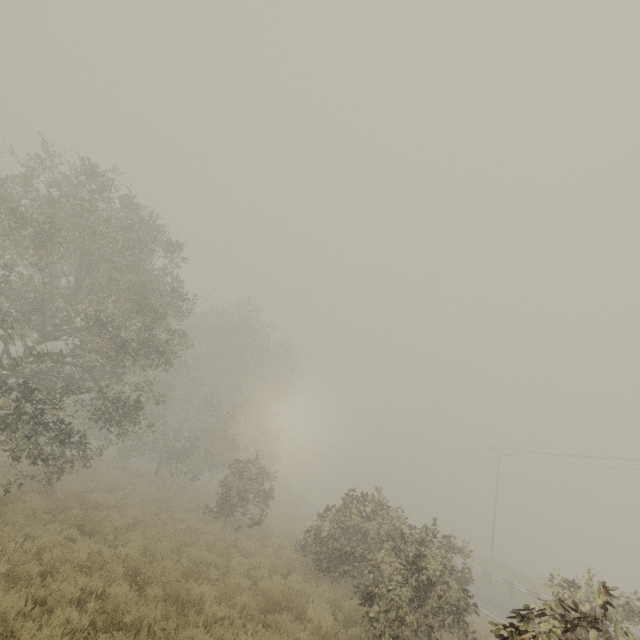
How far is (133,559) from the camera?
8.41m
